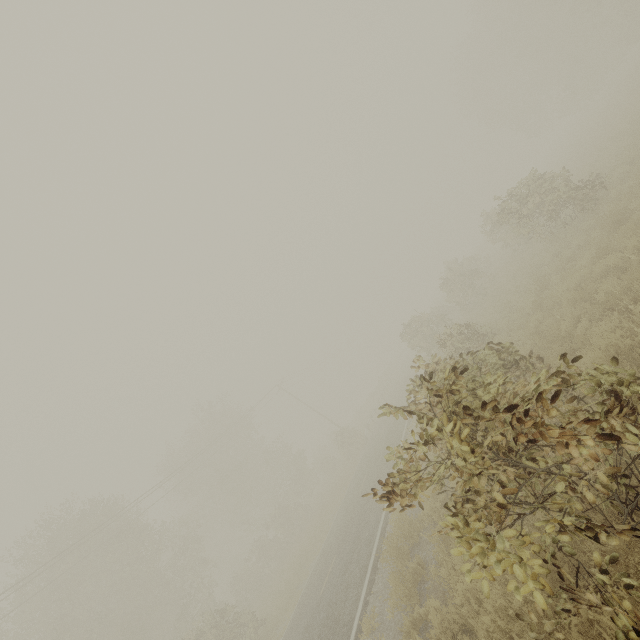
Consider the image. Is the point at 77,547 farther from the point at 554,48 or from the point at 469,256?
the point at 554,48
